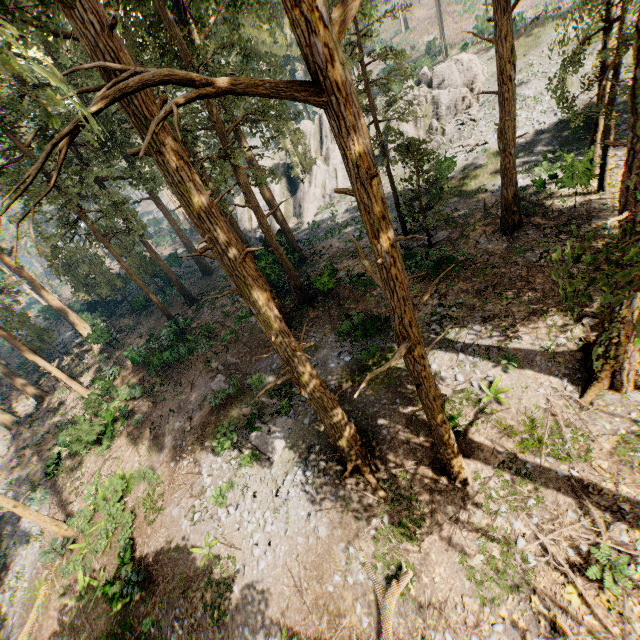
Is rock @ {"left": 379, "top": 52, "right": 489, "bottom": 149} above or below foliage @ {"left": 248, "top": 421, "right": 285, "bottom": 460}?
above

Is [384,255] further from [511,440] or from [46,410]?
[46,410]

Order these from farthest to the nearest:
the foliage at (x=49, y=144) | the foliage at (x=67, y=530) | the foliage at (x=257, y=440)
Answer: the foliage at (x=67, y=530) → the foliage at (x=257, y=440) → the foliage at (x=49, y=144)

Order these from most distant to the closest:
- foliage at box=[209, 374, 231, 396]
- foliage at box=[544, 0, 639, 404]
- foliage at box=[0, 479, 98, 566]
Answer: foliage at box=[209, 374, 231, 396], foliage at box=[0, 479, 98, 566], foliage at box=[544, 0, 639, 404]

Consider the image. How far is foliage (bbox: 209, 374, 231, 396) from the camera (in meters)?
17.92

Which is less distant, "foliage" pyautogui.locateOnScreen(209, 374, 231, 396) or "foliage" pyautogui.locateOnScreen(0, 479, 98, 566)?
"foliage" pyautogui.locateOnScreen(0, 479, 98, 566)

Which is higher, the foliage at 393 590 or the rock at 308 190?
the rock at 308 190
